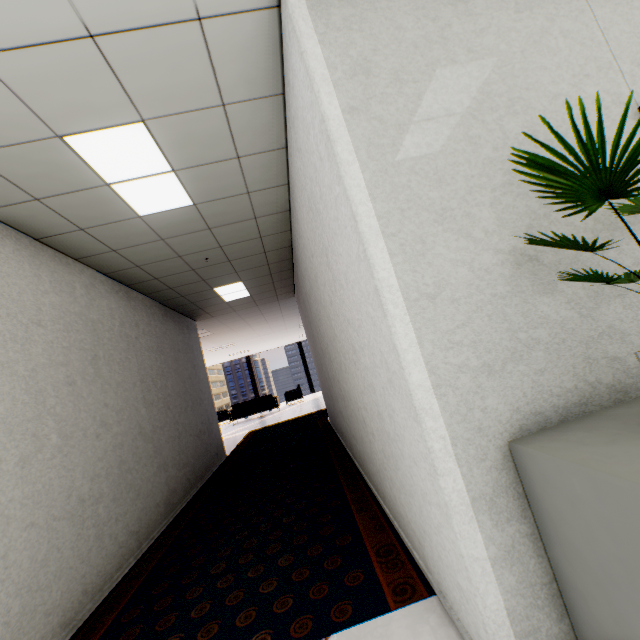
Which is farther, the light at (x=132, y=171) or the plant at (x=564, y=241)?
the light at (x=132, y=171)

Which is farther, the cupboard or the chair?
the chair

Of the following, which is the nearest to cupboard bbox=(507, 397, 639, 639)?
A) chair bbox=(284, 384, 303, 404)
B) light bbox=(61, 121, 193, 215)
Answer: light bbox=(61, 121, 193, 215)

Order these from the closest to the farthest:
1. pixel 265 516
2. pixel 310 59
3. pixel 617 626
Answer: pixel 617 626, pixel 310 59, pixel 265 516

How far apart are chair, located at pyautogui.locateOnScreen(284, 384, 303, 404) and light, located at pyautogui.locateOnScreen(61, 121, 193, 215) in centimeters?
1222cm

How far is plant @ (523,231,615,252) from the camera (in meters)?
1.05

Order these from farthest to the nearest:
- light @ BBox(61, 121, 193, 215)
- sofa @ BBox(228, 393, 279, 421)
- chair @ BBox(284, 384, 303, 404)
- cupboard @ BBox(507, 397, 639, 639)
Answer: chair @ BBox(284, 384, 303, 404), sofa @ BBox(228, 393, 279, 421), light @ BBox(61, 121, 193, 215), cupboard @ BBox(507, 397, 639, 639)

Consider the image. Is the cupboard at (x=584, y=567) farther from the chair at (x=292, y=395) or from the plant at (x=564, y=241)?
the chair at (x=292, y=395)
